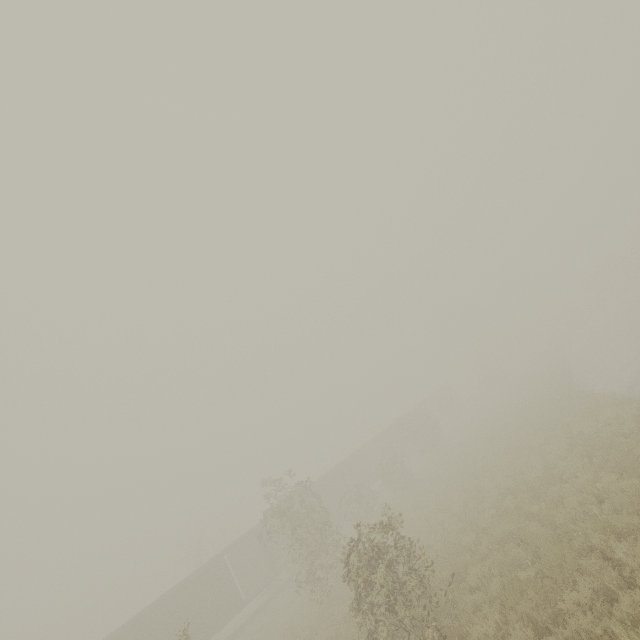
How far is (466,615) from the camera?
8.0m

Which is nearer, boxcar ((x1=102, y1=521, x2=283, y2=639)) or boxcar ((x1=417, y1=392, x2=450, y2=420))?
boxcar ((x1=102, y1=521, x2=283, y2=639))

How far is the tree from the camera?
46.6m

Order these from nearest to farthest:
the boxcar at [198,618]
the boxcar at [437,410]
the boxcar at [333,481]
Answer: the boxcar at [198,618]
the boxcar at [333,481]
the boxcar at [437,410]

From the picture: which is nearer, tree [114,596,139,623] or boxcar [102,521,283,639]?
boxcar [102,521,283,639]

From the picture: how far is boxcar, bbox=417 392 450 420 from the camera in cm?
4897

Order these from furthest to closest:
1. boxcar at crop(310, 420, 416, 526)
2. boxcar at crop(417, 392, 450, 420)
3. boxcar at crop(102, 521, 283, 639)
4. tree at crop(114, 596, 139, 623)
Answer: boxcar at crop(417, 392, 450, 420), tree at crop(114, 596, 139, 623), boxcar at crop(310, 420, 416, 526), boxcar at crop(102, 521, 283, 639)

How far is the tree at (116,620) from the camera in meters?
46.6
